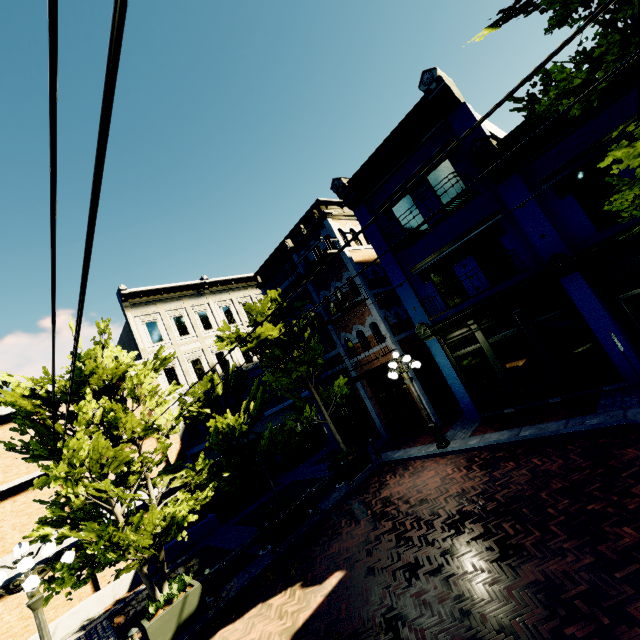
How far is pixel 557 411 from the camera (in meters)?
9.76

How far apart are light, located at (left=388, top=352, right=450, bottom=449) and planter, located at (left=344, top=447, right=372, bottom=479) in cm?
302

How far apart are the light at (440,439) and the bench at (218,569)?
6.49m

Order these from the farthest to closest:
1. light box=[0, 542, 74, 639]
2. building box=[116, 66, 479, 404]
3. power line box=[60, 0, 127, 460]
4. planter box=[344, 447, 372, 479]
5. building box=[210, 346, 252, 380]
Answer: building box=[210, 346, 252, 380] → planter box=[344, 447, 372, 479] → building box=[116, 66, 479, 404] → light box=[0, 542, 74, 639] → power line box=[60, 0, 127, 460]

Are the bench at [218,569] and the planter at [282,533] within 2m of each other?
yes

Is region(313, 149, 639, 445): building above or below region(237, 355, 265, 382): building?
below

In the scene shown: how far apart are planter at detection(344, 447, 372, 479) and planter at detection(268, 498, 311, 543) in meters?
2.3

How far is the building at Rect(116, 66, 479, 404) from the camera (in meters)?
11.18
